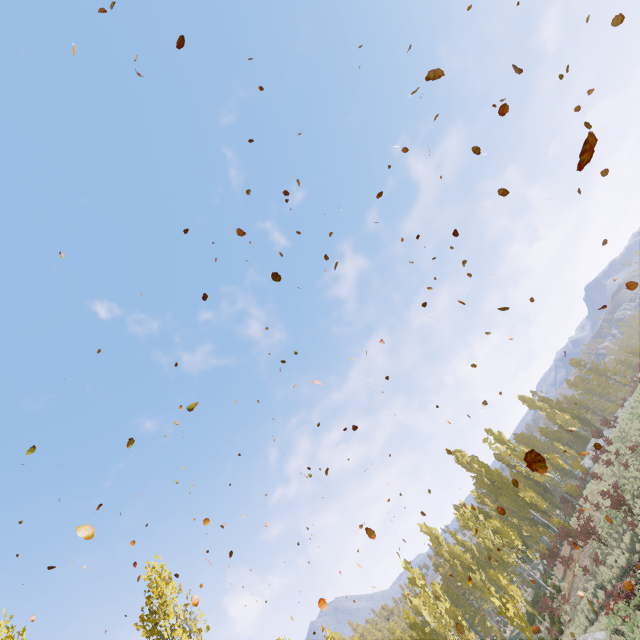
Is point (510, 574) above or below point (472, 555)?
below

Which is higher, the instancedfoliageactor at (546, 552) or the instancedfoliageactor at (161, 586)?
the instancedfoliageactor at (161, 586)

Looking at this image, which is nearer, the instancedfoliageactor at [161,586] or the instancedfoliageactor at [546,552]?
the instancedfoliageactor at [161,586]

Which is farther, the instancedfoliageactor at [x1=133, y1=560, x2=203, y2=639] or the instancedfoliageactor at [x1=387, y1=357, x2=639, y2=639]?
the instancedfoliageactor at [x1=387, y1=357, x2=639, y2=639]

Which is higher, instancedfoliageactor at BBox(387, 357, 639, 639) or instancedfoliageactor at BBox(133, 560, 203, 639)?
instancedfoliageactor at BBox(133, 560, 203, 639)
